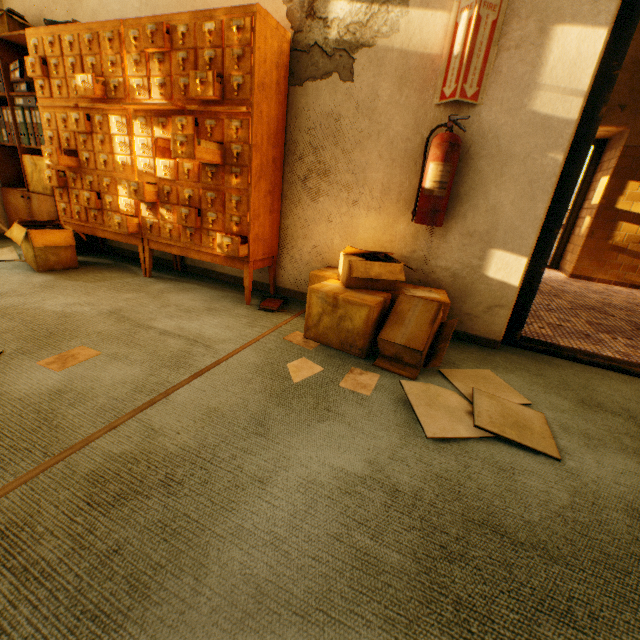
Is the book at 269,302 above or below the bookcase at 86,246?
below

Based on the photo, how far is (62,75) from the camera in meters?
2.6 m

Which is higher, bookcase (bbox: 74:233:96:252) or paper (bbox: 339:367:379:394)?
bookcase (bbox: 74:233:96:252)

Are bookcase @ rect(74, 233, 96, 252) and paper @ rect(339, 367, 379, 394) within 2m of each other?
no

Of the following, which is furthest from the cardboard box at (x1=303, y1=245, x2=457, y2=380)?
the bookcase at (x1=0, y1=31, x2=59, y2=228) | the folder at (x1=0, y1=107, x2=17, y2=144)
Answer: the folder at (x1=0, y1=107, x2=17, y2=144)

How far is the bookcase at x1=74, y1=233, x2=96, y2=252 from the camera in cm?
339

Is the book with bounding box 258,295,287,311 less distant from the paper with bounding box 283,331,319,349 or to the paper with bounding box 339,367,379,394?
the paper with bounding box 283,331,319,349

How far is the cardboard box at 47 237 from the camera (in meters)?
2.62
